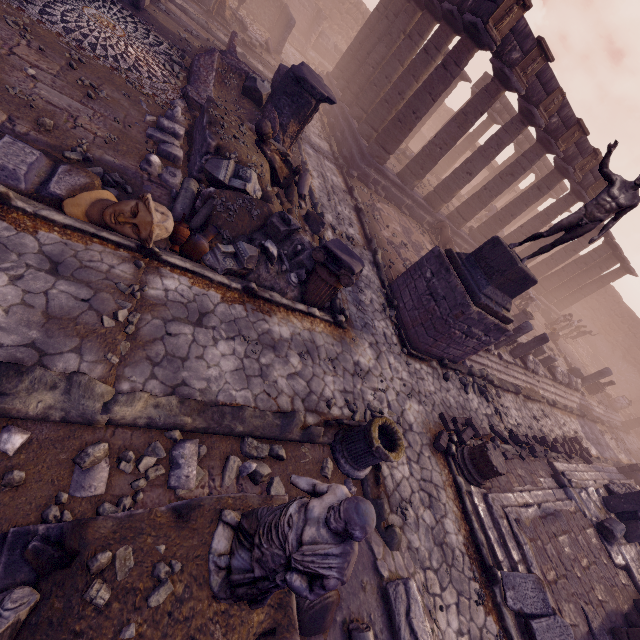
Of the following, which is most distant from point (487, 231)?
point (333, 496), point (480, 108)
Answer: point (333, 496)

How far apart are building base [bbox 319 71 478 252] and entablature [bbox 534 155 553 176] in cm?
529

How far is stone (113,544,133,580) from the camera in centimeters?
237cm

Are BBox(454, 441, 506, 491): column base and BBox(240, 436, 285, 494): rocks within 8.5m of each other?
yes

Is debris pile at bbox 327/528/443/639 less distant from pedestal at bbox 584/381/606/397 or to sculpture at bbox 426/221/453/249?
sculpture at bbox 426/221/453/249

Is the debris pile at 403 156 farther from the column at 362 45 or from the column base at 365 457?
the column base at 365 457

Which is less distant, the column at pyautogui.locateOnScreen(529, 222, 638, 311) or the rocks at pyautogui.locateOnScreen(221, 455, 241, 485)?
the rocks at pyautogui.locateOnScreen(221, 455, 241, 485)

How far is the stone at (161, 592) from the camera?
2.4 meters
